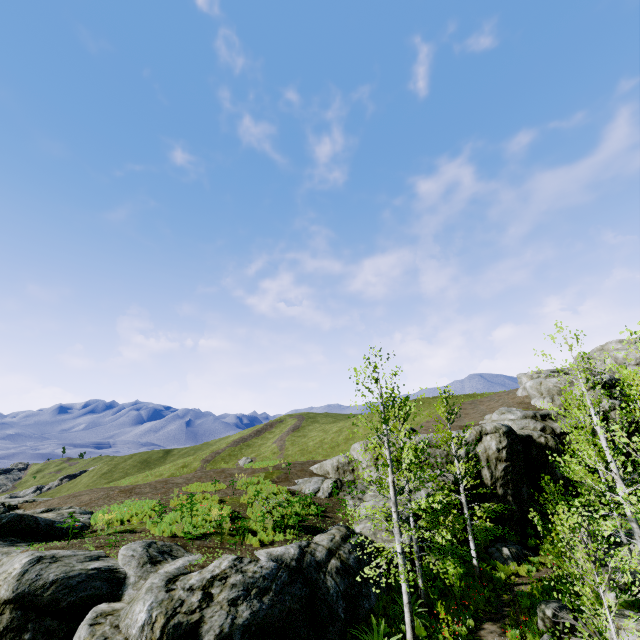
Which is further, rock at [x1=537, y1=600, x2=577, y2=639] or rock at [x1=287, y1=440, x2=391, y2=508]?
rock at [x1=287, y1=440, x2=391, y2=508]

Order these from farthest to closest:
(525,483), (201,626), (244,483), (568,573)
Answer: (525,483) → (244,483) → (568,573) → (201,626)

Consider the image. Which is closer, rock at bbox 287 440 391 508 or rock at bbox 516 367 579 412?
rock at bbox 287 440 391 508

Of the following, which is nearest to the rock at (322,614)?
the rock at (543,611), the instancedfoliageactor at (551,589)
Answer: the instancedfoliageactor at (551,589)

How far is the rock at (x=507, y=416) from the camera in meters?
22.6 m

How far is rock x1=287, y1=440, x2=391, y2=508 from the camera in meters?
21.0

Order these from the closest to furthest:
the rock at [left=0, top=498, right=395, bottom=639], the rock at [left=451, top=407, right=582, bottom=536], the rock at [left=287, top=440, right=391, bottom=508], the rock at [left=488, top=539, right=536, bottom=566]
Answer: the rock at [left=0, top=498, right=395, bottom=639] → the rock at [left=488, top=539, right=536, bottom=566] → the rock at [left=287, top=440, right=391, bottom=508] → the rock at [left=451, top=407, right=582, bottom=536]

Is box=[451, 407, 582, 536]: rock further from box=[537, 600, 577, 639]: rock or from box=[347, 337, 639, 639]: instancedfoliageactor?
box=[537, 600, 577, 639]: rock
